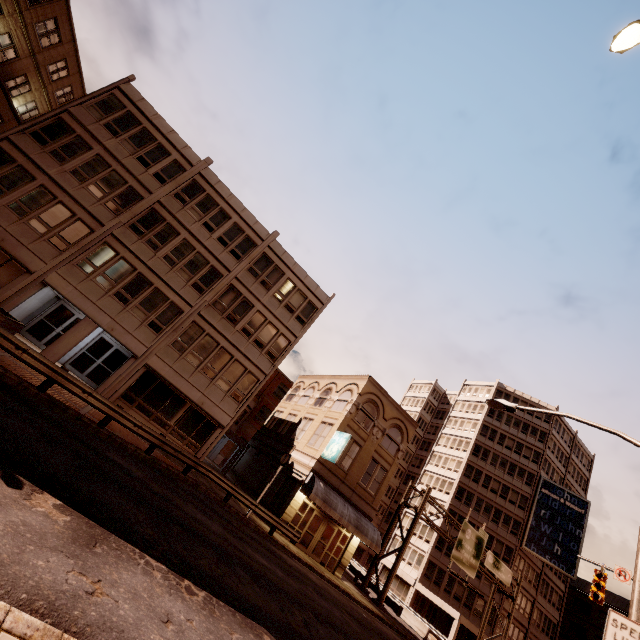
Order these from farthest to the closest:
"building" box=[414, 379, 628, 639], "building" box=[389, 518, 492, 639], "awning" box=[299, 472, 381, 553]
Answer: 1. "building" box=[414, 379, 628, 639]
2. "building" box=[389, 518, 492, 639]
3. "awning" box=[299, 472, 381, 553]

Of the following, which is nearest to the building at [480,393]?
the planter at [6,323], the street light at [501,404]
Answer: the street light at [501,404]

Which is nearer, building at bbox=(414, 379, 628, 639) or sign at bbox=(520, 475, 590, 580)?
sign at bbox=(520, 475, 590, 580)

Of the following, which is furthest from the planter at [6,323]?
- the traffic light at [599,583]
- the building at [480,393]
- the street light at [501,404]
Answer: the building at [480,393]

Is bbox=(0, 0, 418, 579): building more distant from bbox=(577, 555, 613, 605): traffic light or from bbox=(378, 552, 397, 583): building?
bbox=(378, 552, 397, 583): building

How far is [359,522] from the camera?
23.5 meters

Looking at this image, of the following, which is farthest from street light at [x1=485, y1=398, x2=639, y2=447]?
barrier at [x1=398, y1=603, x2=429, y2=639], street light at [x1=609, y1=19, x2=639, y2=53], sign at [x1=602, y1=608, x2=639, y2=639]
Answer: barrier at [x1=398, y1=603, x2=429, y2=639]

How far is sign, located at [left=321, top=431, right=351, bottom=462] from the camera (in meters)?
23.03
